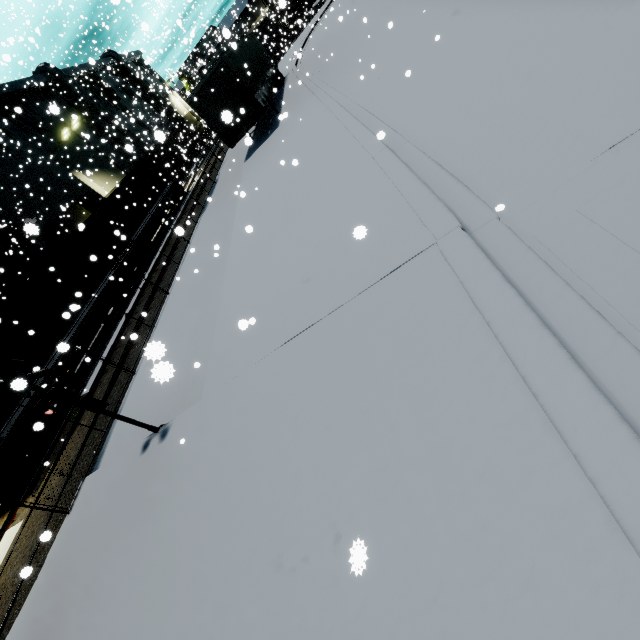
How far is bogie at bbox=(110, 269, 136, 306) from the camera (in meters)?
17.69

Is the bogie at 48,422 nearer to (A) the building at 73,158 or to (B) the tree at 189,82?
(A) the building at 73,158

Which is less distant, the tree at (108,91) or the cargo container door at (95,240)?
the cargo container door at (95,240)

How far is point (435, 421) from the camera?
2.92m

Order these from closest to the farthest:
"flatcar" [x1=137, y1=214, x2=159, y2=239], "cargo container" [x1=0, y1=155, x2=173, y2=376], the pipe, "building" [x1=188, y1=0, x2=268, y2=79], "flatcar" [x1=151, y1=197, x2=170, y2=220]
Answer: "cargo container" [x1=0, y1=155, x2=173, y2=376] < the pipe < "flatcar" [x1=137, y1=214, x2=159, y2=239] < "flatcar" [x1=151, y1=197, x2=170, y2=220] < "building" [x1=188, y1=0, x2=268, y2=79]

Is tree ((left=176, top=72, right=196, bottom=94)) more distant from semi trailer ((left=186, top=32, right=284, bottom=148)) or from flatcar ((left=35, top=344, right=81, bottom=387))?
flatcar ((left=35, top=344, right=81, bottom=387))

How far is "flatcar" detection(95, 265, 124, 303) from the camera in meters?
16.9 m

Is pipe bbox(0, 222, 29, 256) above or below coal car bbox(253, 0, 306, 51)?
above
